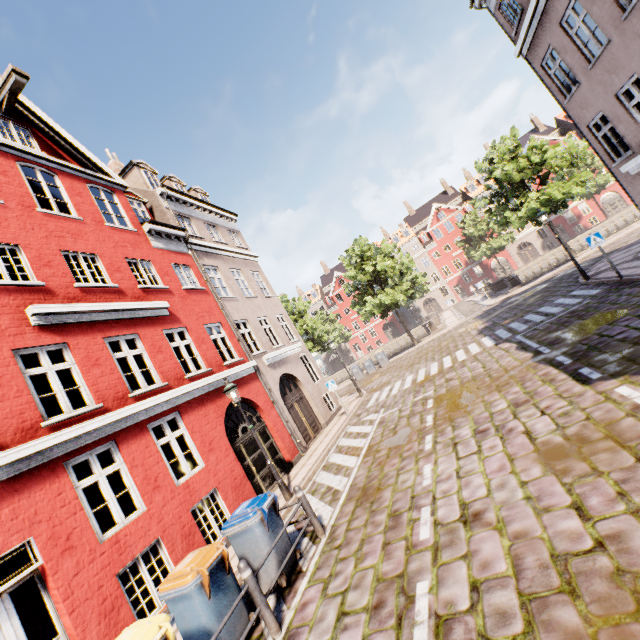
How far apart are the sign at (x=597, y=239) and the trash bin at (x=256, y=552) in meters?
13.8

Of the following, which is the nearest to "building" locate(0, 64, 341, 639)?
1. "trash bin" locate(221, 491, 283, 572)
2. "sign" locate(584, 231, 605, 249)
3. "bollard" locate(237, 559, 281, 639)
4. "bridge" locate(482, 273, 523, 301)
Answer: "sign" locate(584, 231, 605, 249)

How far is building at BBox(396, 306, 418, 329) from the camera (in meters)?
55.28

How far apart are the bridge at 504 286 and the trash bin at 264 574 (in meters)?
30.22

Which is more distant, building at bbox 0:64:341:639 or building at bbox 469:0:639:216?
building at bbox 469:0:639:216

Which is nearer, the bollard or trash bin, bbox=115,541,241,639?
trash bin, bbox=115,541,241,639

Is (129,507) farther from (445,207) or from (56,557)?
(445,207)
